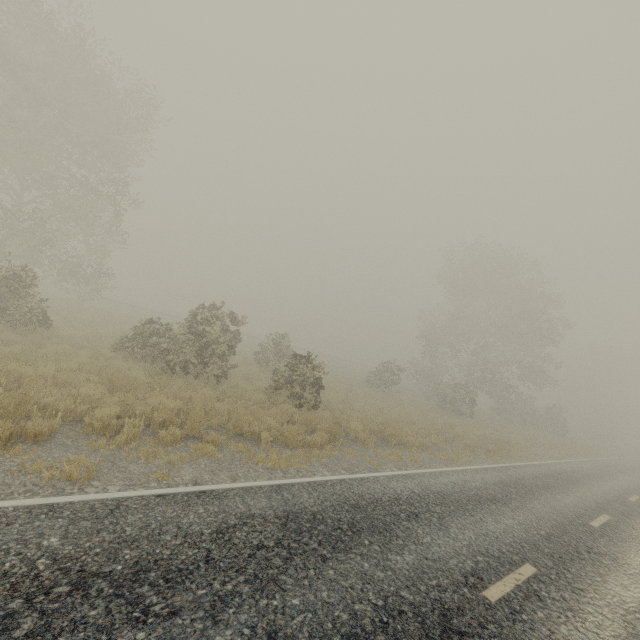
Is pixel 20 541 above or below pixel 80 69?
below

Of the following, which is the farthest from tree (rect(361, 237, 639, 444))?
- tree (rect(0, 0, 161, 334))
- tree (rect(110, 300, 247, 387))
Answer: tree (rect(0, 0, 161, 334))

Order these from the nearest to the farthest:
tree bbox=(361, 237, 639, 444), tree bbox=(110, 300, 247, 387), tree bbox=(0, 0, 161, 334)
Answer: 1. tree bbox=(110, 300, 247, 387)
2. tree bbox=(0, 0, 161, 334)
3. tree bbox=(361, 237, 639, 444)

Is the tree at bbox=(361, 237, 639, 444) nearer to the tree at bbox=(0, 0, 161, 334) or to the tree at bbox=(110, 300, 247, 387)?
the tree at bbox=(110, 300, 247, 387)

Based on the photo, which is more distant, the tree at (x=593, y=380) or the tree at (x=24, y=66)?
the tree at (x=593, y=380)

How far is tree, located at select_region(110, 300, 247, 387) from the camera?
12.6 meters

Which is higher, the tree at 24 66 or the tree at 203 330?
the tree at 24 66
